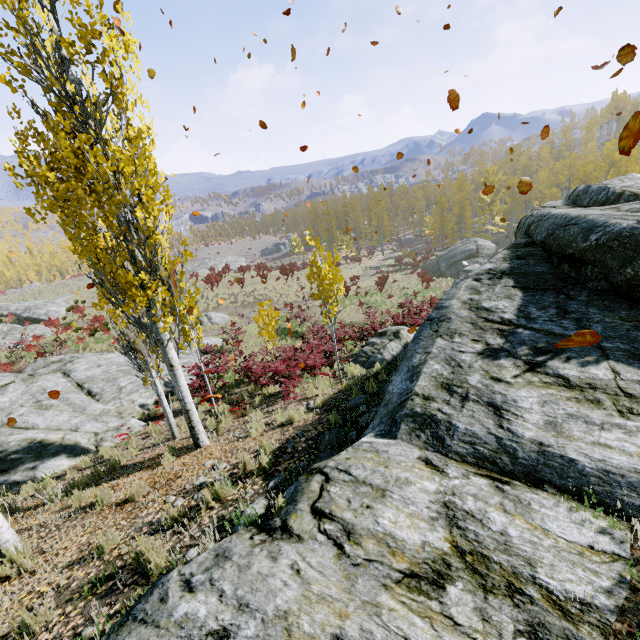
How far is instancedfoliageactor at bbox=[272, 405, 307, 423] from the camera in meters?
6.8

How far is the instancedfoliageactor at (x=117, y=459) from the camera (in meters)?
6.12

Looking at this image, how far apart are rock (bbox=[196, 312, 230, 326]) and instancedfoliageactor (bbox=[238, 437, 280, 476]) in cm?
2373

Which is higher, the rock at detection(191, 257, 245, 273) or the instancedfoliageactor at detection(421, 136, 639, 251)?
the instancedfoliageactor at detection(421, 136, 639, 251)

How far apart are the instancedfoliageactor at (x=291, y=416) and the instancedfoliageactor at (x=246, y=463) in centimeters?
112cm

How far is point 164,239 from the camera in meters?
5.6 m

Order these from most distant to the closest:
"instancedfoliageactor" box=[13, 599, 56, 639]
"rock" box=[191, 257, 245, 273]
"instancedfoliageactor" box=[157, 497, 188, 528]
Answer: "rock" box=[191, 257, 245, 273]
"instancedfoliageactor" box=[157, 497, 188, 528]
"instancedfoliageactor" box=[13, 599, 56, 639]

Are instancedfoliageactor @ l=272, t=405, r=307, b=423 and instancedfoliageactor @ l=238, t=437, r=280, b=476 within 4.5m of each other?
yes
